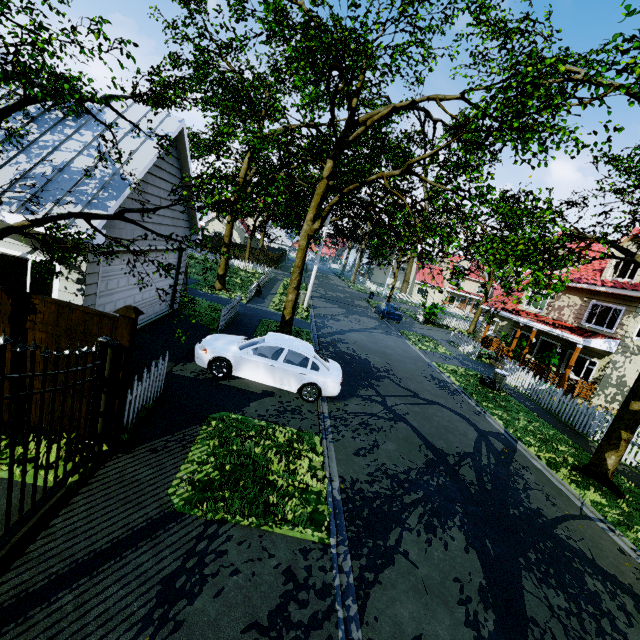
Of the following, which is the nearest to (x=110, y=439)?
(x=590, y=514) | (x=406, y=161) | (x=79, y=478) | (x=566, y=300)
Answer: (x=79, y=478)

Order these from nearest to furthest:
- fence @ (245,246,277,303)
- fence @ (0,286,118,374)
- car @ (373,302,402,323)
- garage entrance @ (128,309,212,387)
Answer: fence @ (0,286,118,374)
garage entrance @ (128,309,212,387)
fence @ (245,246,277,303)
car @ (373,302,402,323)

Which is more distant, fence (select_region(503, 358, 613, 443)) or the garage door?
fence (select_region(503, 358, 613, 443))

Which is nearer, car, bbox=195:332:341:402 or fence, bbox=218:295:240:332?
car, bbox=195:332:341:402

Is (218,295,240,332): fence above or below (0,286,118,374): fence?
below

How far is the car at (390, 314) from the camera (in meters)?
27.19

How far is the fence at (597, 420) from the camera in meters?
12.8 m
